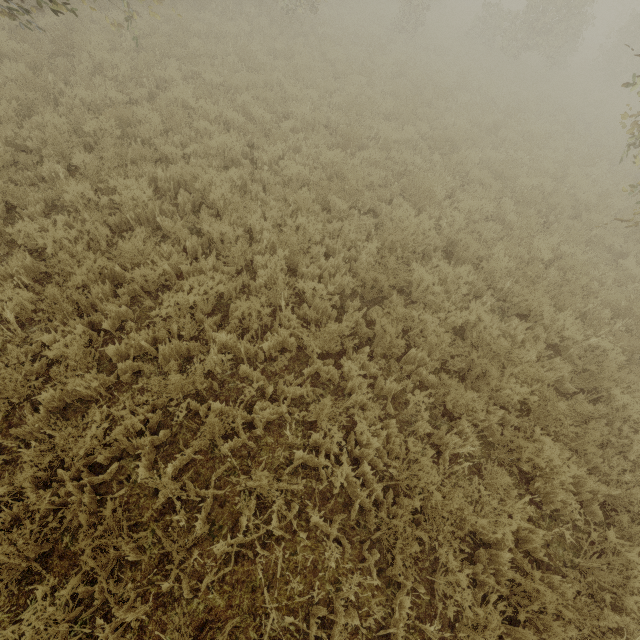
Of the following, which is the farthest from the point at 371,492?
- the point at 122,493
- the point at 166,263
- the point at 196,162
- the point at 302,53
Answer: the point at 302,53

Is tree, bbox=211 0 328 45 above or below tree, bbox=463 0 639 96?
below

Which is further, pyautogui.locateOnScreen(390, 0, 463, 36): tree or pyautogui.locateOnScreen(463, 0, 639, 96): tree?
pyautogui.locateOnScreen(390, 0, 463, 36): tree

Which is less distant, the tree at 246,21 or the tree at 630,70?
the tree at 246,21
